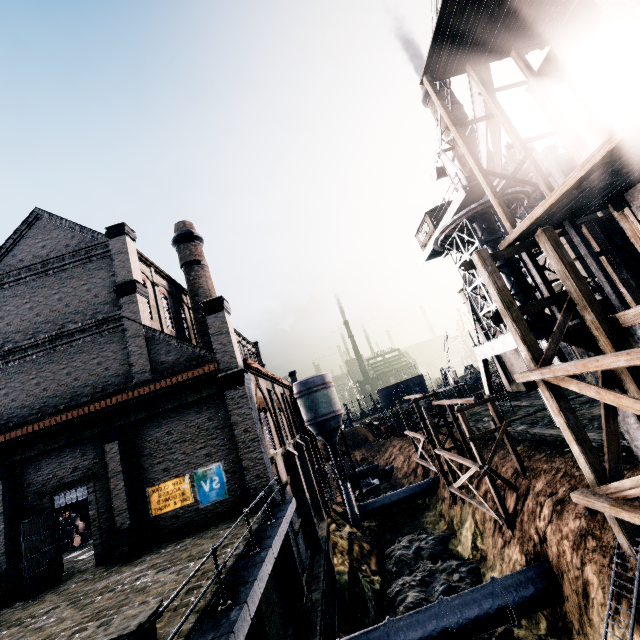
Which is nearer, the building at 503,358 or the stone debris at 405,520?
the stone debris at 405,520

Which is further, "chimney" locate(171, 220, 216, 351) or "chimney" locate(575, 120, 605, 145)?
"chimney" locate(575, 120, 605, 145)

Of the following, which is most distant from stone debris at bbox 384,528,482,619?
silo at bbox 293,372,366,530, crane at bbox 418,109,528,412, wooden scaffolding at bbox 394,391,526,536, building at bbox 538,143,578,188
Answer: crane at bbox 418,109,528,412

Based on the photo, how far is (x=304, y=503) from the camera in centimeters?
2167cm

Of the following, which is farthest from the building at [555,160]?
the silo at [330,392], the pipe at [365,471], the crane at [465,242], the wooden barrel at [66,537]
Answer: the pipe at [365,471]

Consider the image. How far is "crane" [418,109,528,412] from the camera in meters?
25.5 m

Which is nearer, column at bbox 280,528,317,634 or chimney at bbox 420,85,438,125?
column at bbox 280,528,317,634

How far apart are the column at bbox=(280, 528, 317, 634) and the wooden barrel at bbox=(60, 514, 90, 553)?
19.4m
